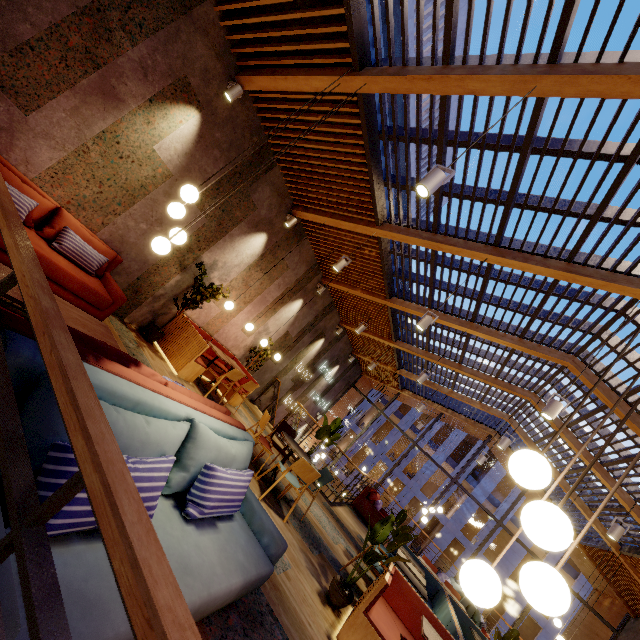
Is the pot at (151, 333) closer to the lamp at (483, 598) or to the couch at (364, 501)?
the lamp at (483, 598)

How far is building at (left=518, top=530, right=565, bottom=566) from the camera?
23.59m

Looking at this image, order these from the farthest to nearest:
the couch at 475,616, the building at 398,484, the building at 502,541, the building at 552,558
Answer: the building at 398,484 < the building at 502,541 < the building at 552,558 < the couch at 475,616

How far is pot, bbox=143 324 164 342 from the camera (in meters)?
6.23

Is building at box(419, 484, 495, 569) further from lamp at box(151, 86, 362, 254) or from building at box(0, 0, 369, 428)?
lamp at box(151, 86, 362, 254)

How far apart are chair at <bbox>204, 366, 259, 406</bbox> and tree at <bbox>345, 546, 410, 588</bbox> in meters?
3.6 m

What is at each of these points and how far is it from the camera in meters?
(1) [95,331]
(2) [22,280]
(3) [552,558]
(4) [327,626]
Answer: (1) coffee table, 3.6
(2) railing, 1.2
(3) building, 23.7
(4) building, 3.5

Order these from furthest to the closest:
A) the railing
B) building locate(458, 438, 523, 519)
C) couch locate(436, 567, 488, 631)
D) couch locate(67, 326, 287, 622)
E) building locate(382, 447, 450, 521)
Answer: building locate(382, 447, 450, 521), building locate(458, 438, 523, 519), couch locate(436, 567, 488, 631), couch locate(67, 326, 287, 622), the railing
